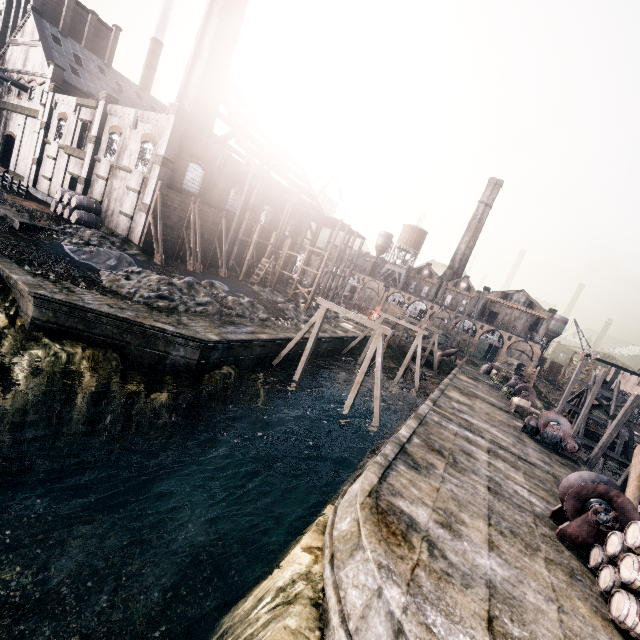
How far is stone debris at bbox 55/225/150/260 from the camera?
24.5m

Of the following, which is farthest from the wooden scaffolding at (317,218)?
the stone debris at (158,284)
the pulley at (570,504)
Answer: the pulley at (570,504)

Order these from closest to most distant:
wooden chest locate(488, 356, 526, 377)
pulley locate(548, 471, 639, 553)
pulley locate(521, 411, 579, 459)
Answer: pulley locate(548, 471, 639, 553)
pulley locate(521, 411, 579, 459)
wooden chest locate(488, 356, 526, 377)

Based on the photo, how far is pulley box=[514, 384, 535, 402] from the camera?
34.7m

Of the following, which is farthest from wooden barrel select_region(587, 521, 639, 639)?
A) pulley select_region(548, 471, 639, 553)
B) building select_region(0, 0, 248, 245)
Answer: building select_region(0, 0, 248, 245)

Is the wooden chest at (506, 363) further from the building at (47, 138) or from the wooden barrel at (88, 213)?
the wooden barrel at (88, 213)

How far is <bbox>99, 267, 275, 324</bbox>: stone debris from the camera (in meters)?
21.20

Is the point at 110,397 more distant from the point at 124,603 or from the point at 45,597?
the point at 124,603
